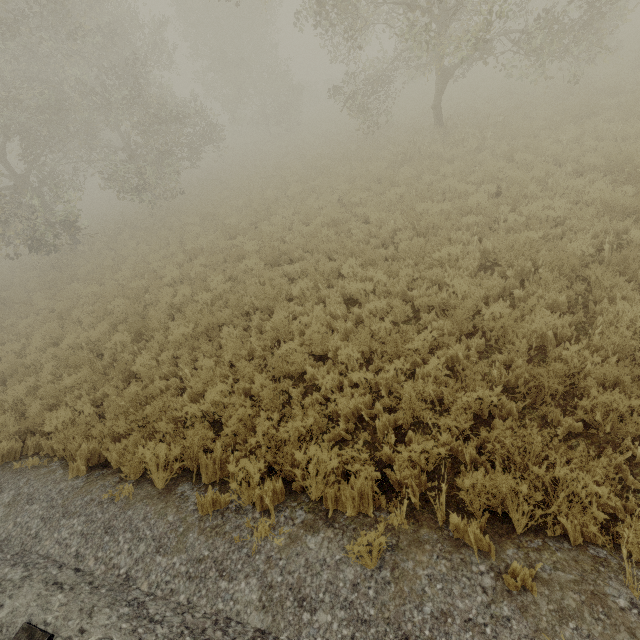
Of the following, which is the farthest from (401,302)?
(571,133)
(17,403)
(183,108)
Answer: (183,108)
